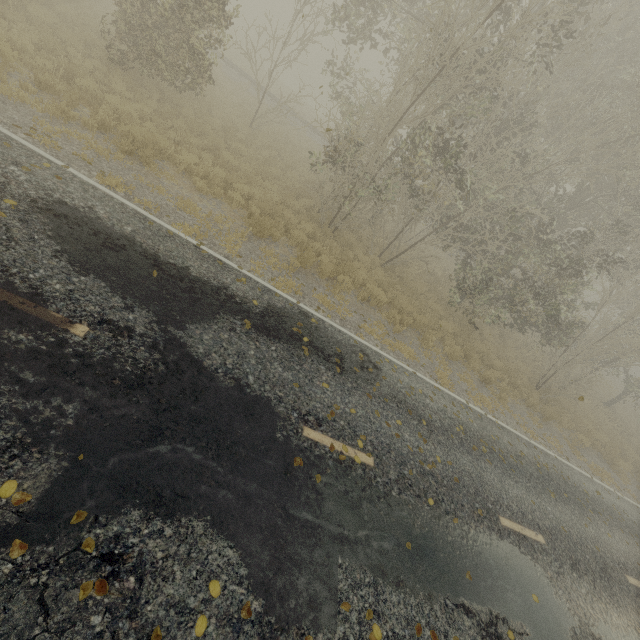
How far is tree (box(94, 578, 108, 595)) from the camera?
2.83m

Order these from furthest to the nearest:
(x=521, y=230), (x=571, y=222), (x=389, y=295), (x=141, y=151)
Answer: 1. (x=571, y=222)
2. (x=521, y=230)
3. (x=389, y=295)
4. (x=141, y=151)

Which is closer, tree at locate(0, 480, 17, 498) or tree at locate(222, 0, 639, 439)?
tree at locate(0, 480, 17, 498)

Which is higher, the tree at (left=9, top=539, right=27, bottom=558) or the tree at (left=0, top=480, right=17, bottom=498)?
the tree at (left=0, top=480, right=17, bottom=498)

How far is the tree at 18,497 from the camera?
2.88m

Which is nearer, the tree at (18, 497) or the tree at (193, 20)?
the tree at (18, 497)
